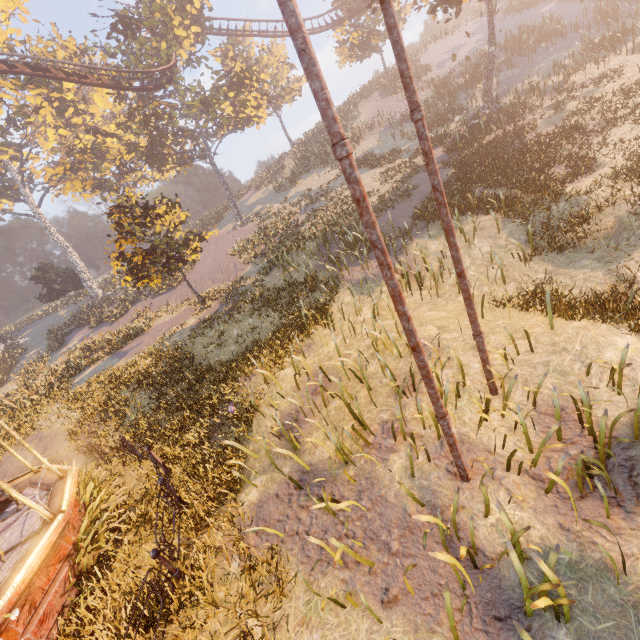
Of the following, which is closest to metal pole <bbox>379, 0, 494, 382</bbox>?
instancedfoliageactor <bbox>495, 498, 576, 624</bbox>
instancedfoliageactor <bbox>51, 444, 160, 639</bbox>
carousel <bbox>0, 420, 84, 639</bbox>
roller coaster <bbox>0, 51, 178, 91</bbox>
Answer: roller coaster <bbox>0, 51, 178, 91</bbox>

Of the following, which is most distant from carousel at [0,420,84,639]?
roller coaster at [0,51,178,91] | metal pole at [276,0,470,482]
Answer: metal pole at [276,0,470,482]

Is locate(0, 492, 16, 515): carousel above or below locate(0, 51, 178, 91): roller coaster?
below

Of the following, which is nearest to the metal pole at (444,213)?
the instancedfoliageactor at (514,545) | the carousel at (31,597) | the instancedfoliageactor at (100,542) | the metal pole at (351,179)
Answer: the metal pole at (351,179)

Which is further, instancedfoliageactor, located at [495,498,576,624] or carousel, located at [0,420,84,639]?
carousel, located at [0,420,84,639]

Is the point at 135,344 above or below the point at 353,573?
above

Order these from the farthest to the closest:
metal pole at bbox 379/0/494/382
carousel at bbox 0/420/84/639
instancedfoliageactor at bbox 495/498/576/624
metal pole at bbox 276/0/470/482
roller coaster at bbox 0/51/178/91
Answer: roller coaster at bbox 0/51/178/91, carousel at bbox 0/420/84/639, metal pole at bbox 379/0/494/382, instancedfoliageactor at bbox 495/498/576/624, metal pole at bbox 276/0/470/482

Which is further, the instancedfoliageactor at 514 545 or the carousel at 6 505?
the carousel at 6 505
